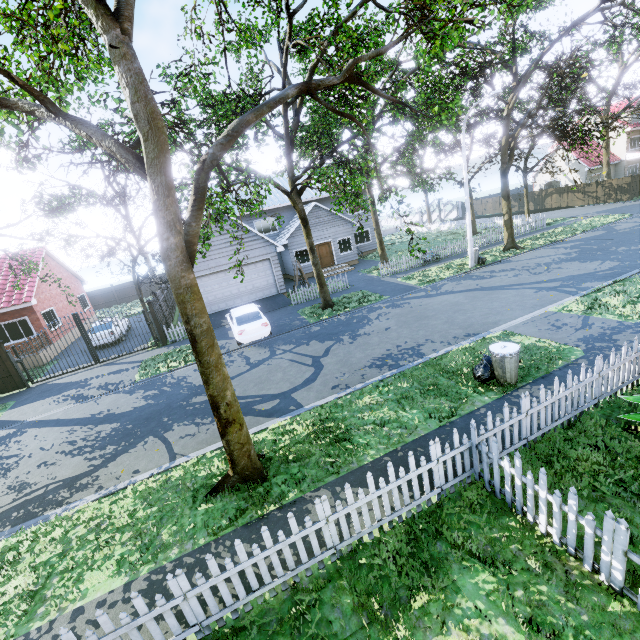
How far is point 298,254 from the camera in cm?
2656

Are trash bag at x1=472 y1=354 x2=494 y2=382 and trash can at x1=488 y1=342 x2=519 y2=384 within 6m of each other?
yes

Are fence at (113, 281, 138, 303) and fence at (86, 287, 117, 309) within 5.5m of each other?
yes

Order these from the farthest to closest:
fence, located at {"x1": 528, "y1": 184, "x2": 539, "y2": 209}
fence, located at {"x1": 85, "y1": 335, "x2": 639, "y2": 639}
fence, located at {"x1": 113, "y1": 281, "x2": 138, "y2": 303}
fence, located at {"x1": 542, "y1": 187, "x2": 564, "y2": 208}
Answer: fence, located at {"x1": 528, "y1": 184, "x2": 539, "y2": 209} → fence, located at {"x1": 113, "y1": 281, "x2": 138, "y2": 303} → fence, located at {"x1": 542, "y1": 187, "x2": 564, "y2": 208} → fence, located at {"x1": 85, "y1": 335, "x2": 639, "y2": 639}

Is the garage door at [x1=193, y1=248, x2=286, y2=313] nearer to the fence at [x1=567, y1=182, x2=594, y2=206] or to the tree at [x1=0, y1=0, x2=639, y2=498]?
the tree at [x1=0, y1=0, x2=639, y2=498]

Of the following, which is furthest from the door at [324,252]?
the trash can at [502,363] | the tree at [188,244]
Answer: the trash can at [502,363]

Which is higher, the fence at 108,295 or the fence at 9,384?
the fence at 108,295

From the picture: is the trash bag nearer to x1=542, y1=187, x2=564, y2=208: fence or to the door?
x1=542, y1=187, x2=564, y2=208: fence
